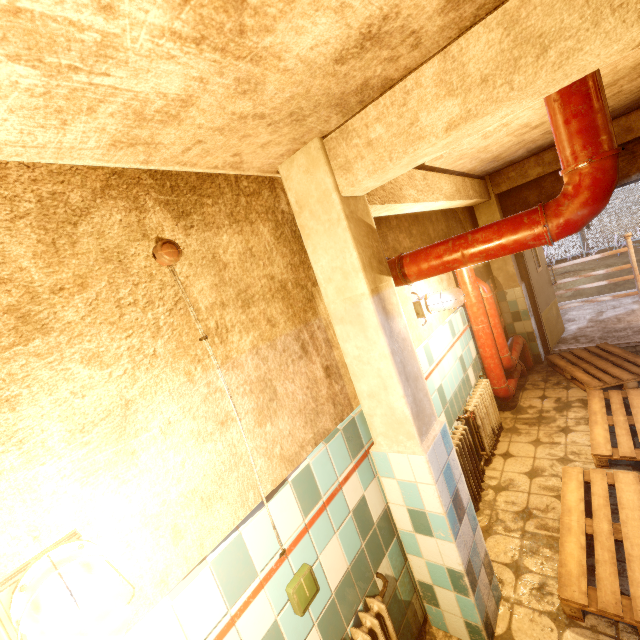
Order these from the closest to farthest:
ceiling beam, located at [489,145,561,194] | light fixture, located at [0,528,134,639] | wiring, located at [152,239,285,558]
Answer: light fixture, located at [0,528,134,639], wiring, located at [152,239,285,558], ceiling beam, located at [489,145,561,194]

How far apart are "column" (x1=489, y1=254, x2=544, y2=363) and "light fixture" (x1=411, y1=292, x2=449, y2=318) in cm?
261

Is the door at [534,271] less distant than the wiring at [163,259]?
No

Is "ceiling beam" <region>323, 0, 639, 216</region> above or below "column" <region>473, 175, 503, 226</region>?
above

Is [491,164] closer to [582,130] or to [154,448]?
[582,130]

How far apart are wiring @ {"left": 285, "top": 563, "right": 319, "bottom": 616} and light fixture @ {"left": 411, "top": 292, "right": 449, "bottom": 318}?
2.14m

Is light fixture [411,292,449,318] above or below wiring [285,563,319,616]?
above

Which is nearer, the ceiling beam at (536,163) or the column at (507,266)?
the ceiling beam at (536,163)
